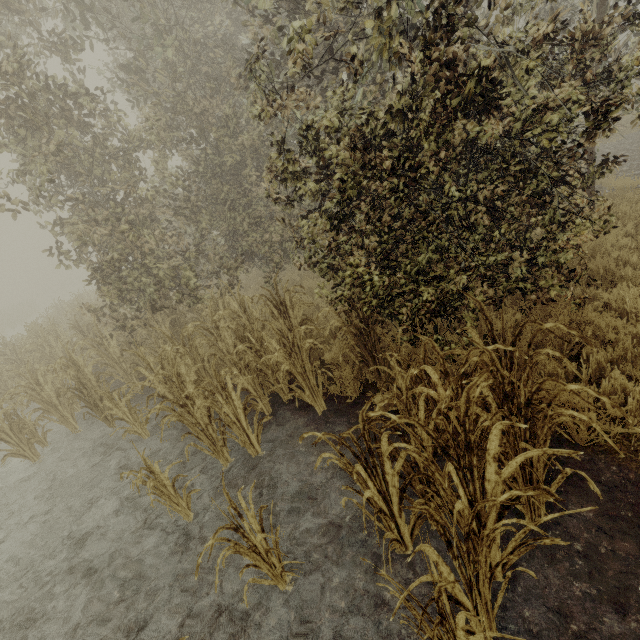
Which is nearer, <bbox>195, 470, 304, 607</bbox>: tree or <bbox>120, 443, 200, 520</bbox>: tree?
<bbox>195, 470, 304, 607</bbox>: tree

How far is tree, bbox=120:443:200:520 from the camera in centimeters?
364cm

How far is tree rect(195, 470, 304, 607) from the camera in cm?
244

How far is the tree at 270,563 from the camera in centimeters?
244cm

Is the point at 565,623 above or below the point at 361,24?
below

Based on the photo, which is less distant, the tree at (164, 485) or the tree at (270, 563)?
the tree at (270, 563)
